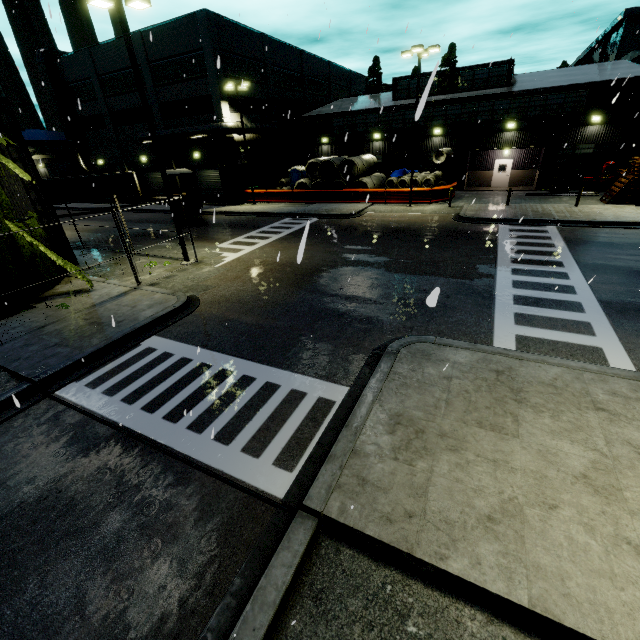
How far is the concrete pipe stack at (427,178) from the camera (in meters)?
27.90

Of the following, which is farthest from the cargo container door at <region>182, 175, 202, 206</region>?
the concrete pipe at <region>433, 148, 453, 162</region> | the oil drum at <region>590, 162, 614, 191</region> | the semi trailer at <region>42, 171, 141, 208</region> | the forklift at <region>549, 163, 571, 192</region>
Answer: the oil drum at <region>590, 162, 614, 191</region>

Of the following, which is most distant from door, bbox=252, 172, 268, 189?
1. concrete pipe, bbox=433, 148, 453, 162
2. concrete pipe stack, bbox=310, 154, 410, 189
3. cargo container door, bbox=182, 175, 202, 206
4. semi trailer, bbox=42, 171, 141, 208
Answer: concrete pipe, bbox=433, 148, 453, 162

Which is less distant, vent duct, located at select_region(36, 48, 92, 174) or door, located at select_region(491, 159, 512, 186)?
door, located at select_region(491, 159, 512, 186)

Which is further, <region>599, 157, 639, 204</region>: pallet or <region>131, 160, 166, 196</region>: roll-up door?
<region>131, 160, 166, 196</region>: roll-up door

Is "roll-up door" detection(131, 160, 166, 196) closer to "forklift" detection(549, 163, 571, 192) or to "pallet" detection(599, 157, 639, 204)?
"pallet" detection(599, 157, 639, 204)

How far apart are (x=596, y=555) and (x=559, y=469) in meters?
1.2 m

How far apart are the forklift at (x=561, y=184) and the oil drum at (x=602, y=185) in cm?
191
